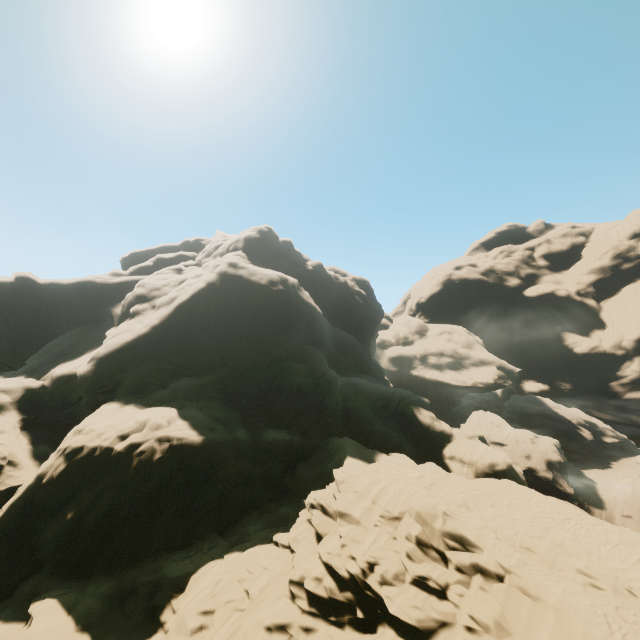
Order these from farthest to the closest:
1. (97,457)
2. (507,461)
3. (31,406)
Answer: (507,461)
(31,406)
(97,457)
